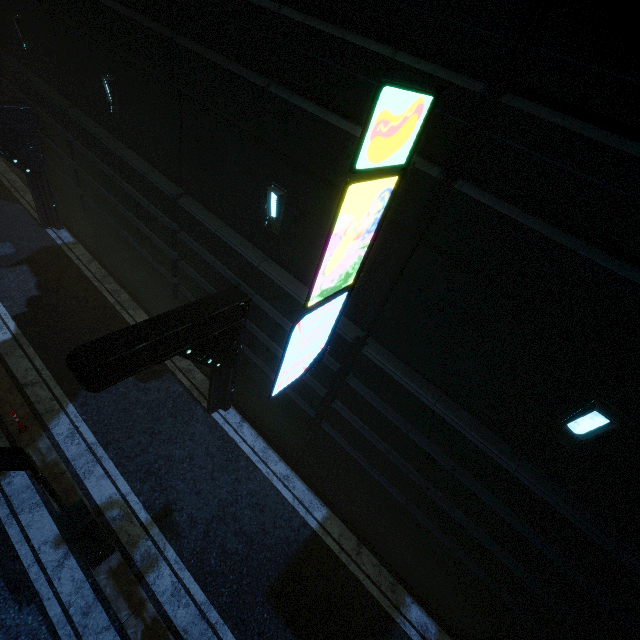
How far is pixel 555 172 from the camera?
3.34m

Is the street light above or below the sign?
below

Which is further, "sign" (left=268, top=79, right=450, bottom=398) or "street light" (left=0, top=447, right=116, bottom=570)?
"street light" (left=0, top=447, right=116, bottom=570)

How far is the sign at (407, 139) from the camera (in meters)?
3.07

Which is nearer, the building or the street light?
the building

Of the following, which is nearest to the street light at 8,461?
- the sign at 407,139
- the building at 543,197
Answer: the building at 543,197

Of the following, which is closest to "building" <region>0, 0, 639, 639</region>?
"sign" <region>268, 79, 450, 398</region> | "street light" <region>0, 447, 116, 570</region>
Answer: "sign" <region>268, 79, 450, 398</region>
